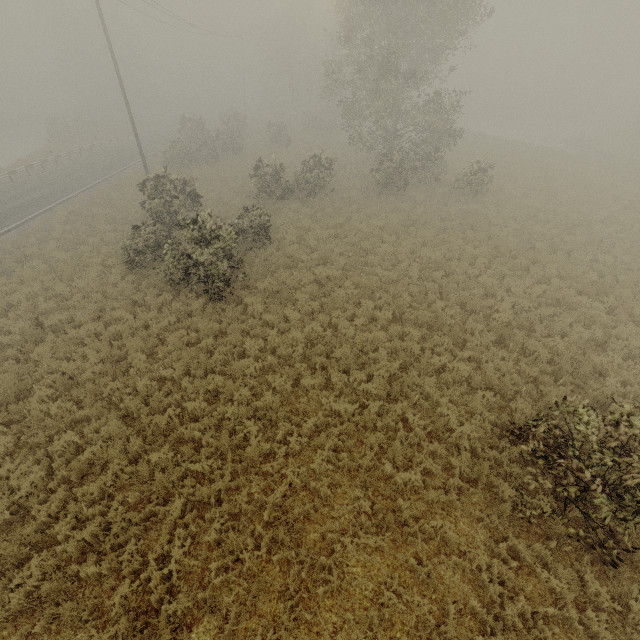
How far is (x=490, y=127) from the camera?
49.3m
